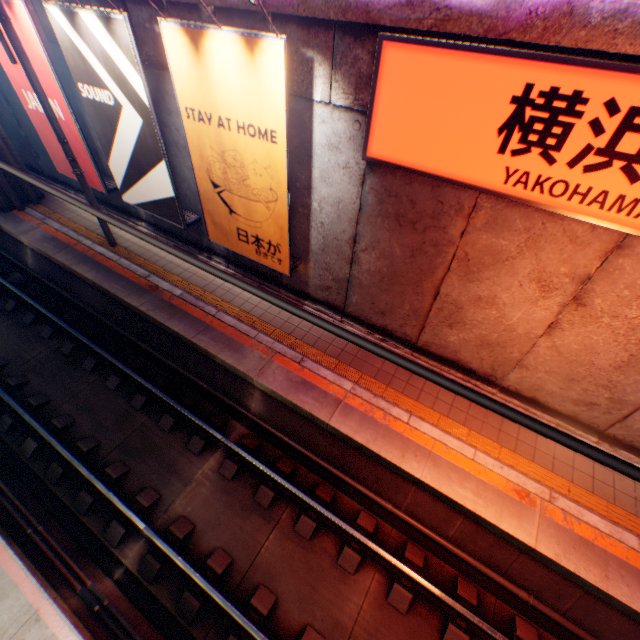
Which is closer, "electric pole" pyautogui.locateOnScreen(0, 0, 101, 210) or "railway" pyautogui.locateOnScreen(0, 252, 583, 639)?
"railway" pyautogui.locateOnScreen(0, 252, 583, 639)

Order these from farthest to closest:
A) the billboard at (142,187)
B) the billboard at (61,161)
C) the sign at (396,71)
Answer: the billboard at (61,161) < the billboard at (142,187) < the sign at (396,71)

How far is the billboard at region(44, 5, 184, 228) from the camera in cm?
638

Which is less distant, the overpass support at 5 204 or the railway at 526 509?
the railway at 526 509

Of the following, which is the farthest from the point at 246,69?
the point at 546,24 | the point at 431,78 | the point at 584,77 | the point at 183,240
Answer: the point at 183,240

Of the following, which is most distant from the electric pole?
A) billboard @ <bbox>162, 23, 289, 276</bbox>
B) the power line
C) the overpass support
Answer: the overpass support

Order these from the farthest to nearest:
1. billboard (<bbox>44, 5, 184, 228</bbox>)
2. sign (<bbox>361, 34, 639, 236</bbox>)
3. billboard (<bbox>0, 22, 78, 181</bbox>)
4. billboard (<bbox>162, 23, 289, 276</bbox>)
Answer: billboard (<bbox>0, 22, 78, 181</bbox>) → billboard (<bbox>44, 5, 184, 228</bbox>) → billboard (<bbox>162, 23, 289, 276</bbox>) → sign (<bbox>361, 34, 639, 236</bbox>)

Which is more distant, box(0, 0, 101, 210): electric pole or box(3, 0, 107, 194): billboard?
box(3, 0, 107, 194): billboard
